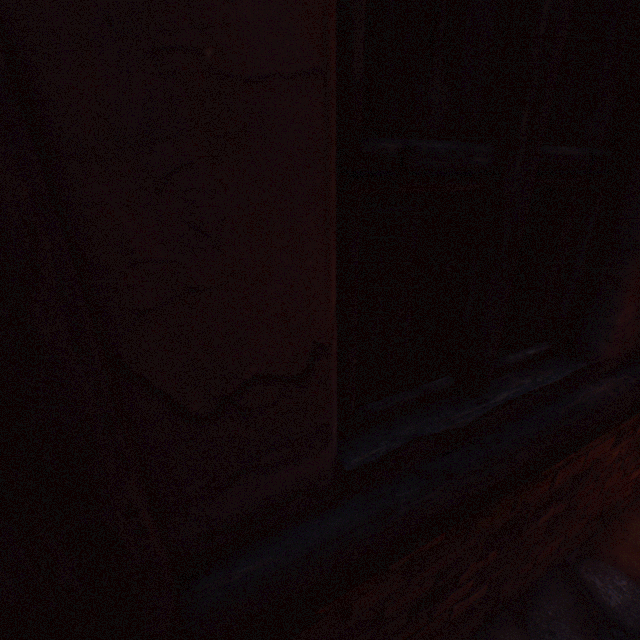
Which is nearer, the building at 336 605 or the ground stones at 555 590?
the building at 336 605

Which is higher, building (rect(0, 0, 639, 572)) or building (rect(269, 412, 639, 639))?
building (rect(0, 0, 639, 572))

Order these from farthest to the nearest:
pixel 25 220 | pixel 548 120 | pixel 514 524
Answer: pixel 514 524 → pixel 548 120 → pixel 25 220

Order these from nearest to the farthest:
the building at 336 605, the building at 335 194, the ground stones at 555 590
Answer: the building at 335 194 < the building at 336 605 < the ground stones at 555 590

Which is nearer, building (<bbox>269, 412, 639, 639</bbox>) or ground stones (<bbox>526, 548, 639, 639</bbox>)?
building (<bbox>269, 412, 639, 639</bbox>)

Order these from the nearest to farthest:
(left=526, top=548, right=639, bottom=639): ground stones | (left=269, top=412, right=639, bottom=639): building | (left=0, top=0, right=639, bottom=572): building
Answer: (left=0, top=0, right=639, bottom=572): building, (left=269, top=412, right=639, bottom=639): building, (left=526, top=548, right=639, bottom=639): ground stones

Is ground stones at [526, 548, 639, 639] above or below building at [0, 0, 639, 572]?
below
